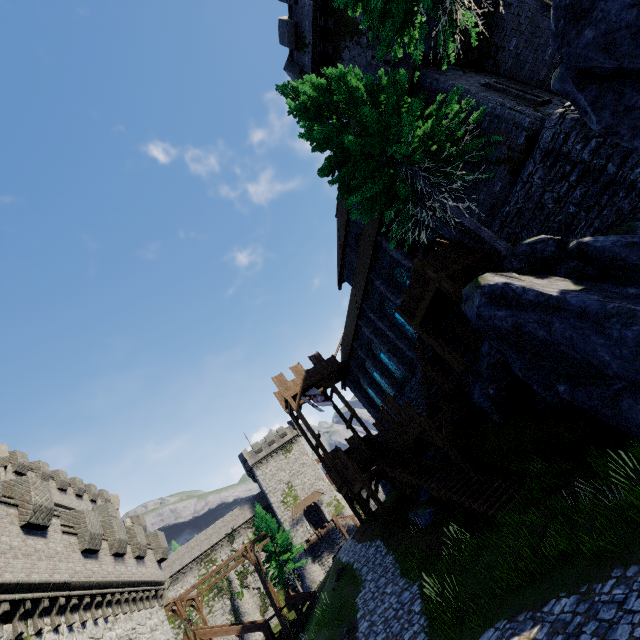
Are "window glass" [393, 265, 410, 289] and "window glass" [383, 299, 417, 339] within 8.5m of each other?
yes

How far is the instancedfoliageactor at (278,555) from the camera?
33.3m

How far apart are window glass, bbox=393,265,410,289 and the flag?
12.6m

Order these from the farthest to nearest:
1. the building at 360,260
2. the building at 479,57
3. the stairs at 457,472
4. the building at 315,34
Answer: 1. the building at 360,260
2. the building at 315,34
3. the stairs at 457,472
4. the building at 479,57

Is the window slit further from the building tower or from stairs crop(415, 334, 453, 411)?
the building tower

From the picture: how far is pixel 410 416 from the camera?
17.2m

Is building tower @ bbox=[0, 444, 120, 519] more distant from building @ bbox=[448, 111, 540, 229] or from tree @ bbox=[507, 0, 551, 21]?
tree @ bbox=[507, 0, 551, 21]

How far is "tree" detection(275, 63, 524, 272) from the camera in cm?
1030
